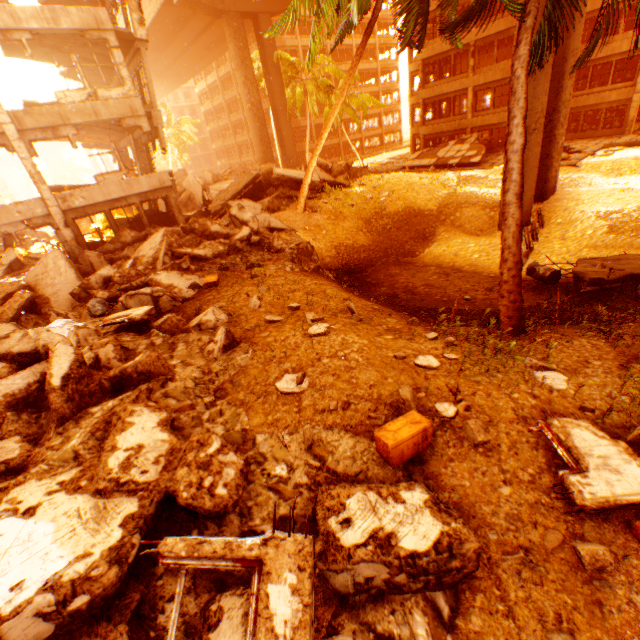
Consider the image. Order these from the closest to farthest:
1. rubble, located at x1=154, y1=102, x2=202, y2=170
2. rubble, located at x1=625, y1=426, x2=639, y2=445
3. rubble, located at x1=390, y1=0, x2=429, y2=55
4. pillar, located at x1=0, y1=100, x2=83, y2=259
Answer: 1. rubble, located at x1=625, y1=426, x2=639, y2=445
2. rubble, located at x1=390, y1=0, x2=429, y2=55
3. pillar, located at x1=0, y1=100, x2=83, y2=259
4. rubble, located at x1=154, y1=102, x2=202, y2=170

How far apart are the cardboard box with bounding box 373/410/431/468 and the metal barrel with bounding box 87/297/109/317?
8.7 meters

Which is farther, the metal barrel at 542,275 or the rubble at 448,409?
the metal barrel at 542,275

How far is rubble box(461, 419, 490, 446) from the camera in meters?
4.3

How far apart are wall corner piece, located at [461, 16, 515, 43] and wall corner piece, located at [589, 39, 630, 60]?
2.1 meters

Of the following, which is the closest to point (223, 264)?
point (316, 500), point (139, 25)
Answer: point (316, 500)

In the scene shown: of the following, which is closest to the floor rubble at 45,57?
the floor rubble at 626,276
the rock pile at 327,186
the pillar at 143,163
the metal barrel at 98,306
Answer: the pillar at 143,163

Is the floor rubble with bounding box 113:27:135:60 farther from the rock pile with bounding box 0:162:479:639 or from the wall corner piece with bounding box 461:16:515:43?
the wall corner piece with bounding box 461:16:515:43
